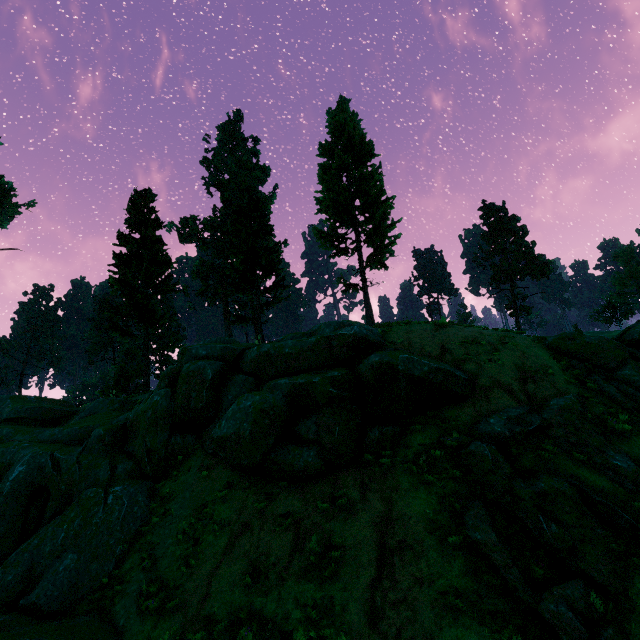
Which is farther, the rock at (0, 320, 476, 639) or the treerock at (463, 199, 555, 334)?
the treerock at (463, 199, 555, 334)

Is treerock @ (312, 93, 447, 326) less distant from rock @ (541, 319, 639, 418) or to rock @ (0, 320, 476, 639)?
rock @ (0, 320, 476, 639)

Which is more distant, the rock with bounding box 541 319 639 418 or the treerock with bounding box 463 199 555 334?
the treerock with bounding box 463 199 555 334

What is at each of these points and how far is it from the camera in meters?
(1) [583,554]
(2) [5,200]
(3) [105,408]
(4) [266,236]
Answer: (1) rock, 6.1
(2) treerock, 40.7
(3) rock, 17.9
(4) treerock, 28.1

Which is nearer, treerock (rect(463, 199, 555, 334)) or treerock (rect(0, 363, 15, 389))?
treerock (rect(463, 199, 555, 334))

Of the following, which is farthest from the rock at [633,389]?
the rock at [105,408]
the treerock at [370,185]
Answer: the treerock at [370,185]

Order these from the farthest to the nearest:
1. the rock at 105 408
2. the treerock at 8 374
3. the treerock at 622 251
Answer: the treerock at 8 374 < the treerock at 622 251 < the rock at 105 408

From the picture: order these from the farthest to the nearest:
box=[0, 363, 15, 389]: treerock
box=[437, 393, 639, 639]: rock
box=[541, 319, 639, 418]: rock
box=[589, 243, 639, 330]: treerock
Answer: box=[0, 363, 15, 389]: treerock → box=[589, 243, 639, 330]: treerock → box=[541, 319, 639, 418]: rock → box=[437, 393, 639, 639]: rock
